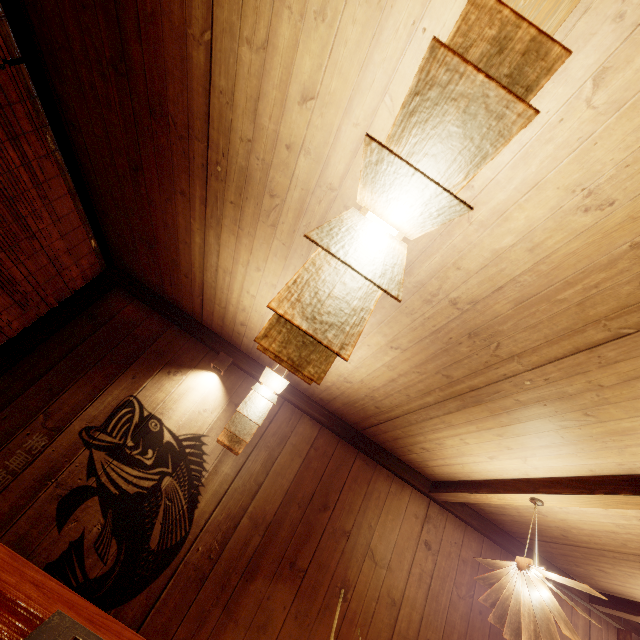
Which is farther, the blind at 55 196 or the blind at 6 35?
the blind at 55 196

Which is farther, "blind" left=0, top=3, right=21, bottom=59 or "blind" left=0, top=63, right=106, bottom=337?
"blind" left=0, top=63, right=106, bottom=337

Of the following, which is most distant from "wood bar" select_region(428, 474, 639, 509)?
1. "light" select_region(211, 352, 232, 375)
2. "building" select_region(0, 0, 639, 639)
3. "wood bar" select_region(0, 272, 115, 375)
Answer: "wood bar" select_region(0, 272, 115, 375)

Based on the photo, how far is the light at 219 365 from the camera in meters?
5.5

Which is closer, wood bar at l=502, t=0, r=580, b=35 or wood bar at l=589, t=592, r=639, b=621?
wood bar at l=502, t=0, r=580, b=35

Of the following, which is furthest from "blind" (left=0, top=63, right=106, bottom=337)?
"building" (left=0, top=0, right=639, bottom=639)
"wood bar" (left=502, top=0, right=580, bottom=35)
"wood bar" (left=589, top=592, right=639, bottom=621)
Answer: "wood bar" (left=589, top=592, right=639, bottom=621)

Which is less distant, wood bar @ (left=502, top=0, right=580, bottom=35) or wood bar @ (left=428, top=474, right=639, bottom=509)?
wood bar @ (left=502, top=0, right=580, bottom=35)

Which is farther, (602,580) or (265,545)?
(602,580)
